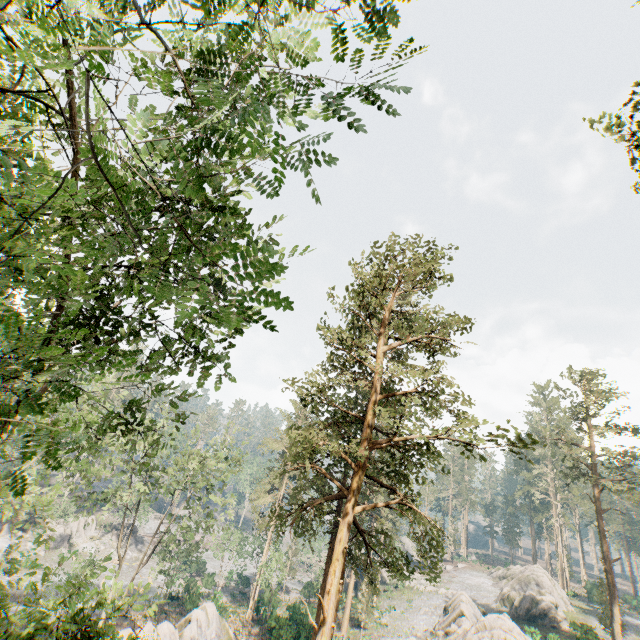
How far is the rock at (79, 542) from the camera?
47.88m

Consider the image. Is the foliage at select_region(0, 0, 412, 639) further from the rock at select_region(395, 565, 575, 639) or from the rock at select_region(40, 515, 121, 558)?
the rock at select_region(395, 565, 575, 639)

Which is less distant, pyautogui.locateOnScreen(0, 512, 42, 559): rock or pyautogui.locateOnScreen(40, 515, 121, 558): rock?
pyautogui.locateOnScreen(0, 512, 42, 559): rock

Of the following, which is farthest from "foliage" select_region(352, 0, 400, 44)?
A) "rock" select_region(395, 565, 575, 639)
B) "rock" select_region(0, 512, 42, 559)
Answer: "rock" select_region(395, 565, 575, 639)

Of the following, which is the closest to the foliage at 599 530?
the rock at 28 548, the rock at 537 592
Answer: the rock at 28 548

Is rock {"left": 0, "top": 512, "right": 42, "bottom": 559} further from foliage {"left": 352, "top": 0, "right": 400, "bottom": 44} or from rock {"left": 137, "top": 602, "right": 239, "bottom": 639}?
rock {"left": 137, "top": 602, "right": 239, "bottom": 639}

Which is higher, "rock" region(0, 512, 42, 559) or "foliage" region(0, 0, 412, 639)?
"foliage" region(0, 0, 412, 639)

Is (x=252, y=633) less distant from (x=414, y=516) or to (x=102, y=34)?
(x=414, y=516)
